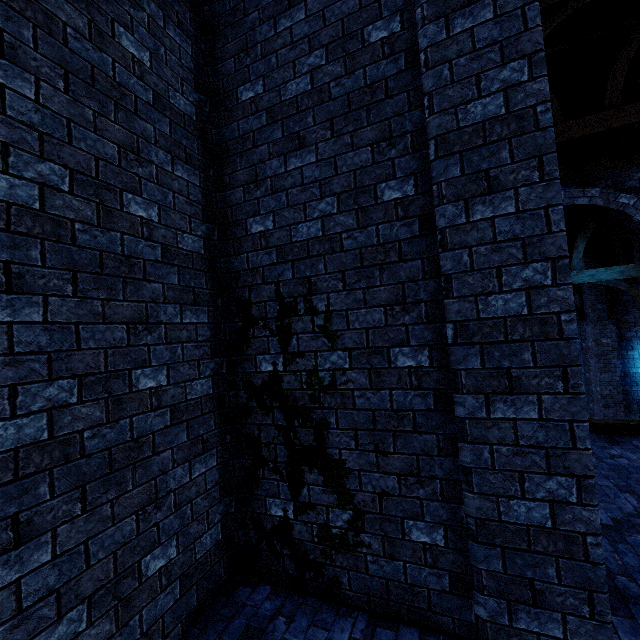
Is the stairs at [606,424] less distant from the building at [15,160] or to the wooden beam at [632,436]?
the wooden beam at [632,436]

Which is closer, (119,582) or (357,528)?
(119,582)

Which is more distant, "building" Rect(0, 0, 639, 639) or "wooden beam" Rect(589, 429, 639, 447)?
"wooden beam" Rect(589, 429, 639, 447)

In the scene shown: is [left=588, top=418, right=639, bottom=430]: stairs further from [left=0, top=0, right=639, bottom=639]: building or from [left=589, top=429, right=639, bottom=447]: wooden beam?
[left=0, top=0, right=639, bottom=639]: building

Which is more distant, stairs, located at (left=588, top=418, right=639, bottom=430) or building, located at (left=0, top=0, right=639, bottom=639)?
stairs, located at (left=588, top=418, right=639, bottom=430)

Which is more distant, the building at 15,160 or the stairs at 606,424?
the stairs at 606,424

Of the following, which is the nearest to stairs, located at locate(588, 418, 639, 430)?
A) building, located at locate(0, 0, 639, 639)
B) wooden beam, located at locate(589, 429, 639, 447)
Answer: wooden beam, located at locate(589, 429, 639, 447)

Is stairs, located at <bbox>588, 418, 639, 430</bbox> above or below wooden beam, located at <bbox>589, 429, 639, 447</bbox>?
above
